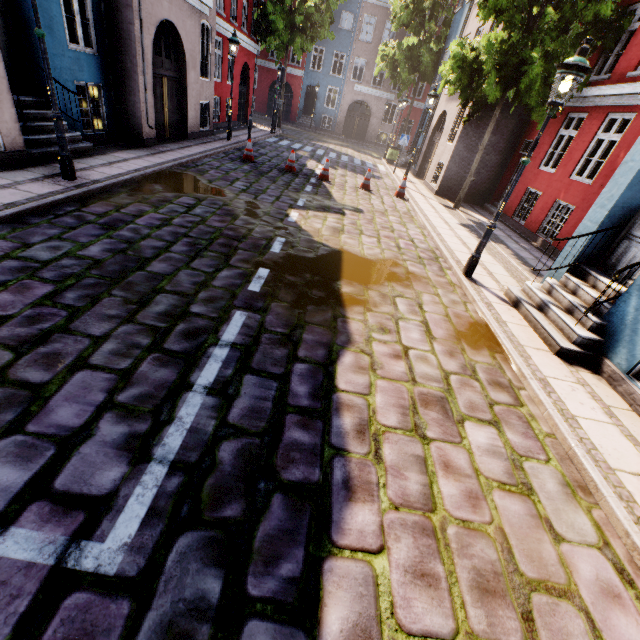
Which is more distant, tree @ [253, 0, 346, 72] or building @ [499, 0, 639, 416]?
tree @ [253, 0, 346, 72]

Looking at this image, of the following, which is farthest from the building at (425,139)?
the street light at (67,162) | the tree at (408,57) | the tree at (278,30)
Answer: the tree at (278,30)

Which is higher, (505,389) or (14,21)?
(14,21)

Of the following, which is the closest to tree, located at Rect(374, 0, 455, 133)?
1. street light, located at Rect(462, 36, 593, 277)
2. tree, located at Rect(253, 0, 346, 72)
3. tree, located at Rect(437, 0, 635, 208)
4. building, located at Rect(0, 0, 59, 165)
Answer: building, located at Rect(0, 0, 59, 165)

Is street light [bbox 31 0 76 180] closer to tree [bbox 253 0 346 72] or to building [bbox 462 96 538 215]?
building [bbox 462 96 538 215]

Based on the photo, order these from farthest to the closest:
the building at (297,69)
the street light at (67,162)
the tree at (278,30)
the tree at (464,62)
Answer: the building at (297,69), the tree at (278,30), the tree at (464,62), the street light at (67,162)

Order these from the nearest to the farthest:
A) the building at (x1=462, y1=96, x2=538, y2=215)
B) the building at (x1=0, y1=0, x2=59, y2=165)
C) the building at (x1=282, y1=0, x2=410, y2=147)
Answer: the building at (x1=0, y1=0, x2=59, y2=165), the building at (x1=462, y1=96, x2=538, y2=215), the building at (x1=282, y1=0, x2=410, y2=147)
